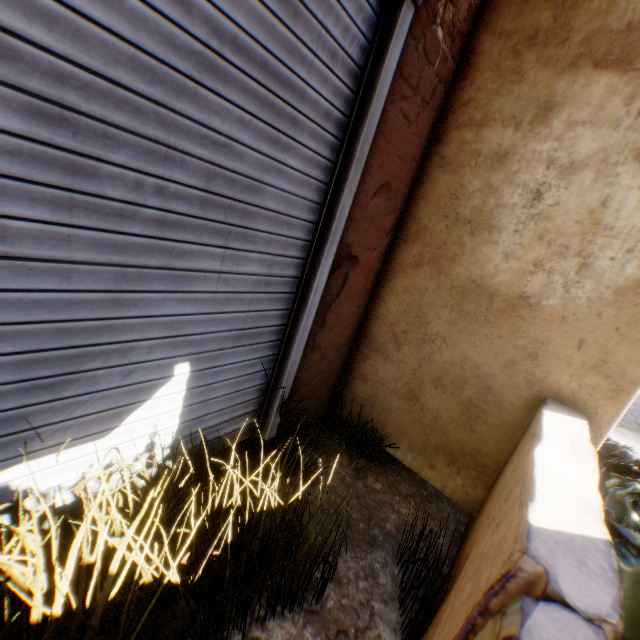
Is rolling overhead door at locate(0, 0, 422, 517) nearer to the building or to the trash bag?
the building

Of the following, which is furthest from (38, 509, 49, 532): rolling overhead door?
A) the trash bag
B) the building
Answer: the trash bag

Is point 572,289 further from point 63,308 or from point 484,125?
point 63,308

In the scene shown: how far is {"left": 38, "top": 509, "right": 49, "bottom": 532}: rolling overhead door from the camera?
1.2 meters

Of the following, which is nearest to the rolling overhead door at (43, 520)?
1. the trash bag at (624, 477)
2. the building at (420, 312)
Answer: the building at (420, 312)

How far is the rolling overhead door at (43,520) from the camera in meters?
1.2 m
